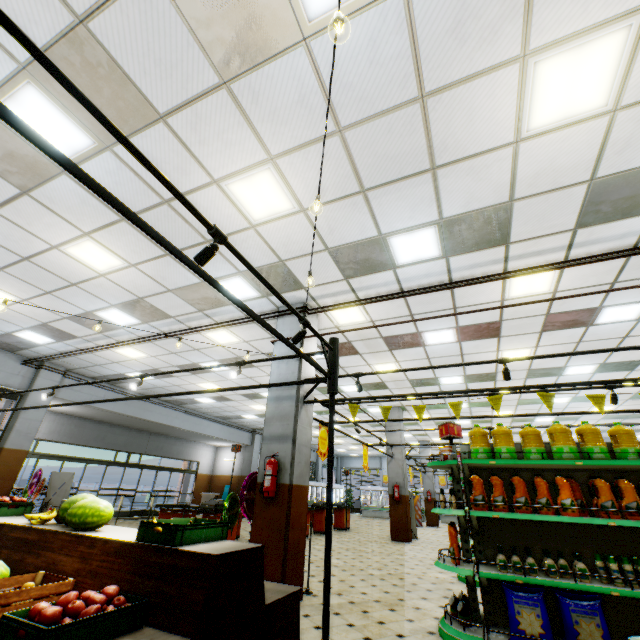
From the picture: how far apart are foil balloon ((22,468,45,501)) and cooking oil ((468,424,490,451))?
11.7 meters

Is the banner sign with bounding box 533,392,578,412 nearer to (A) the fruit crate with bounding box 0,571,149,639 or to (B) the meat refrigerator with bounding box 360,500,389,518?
(A) the fruit crate with bounding box 0,571,149,639

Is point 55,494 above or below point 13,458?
below

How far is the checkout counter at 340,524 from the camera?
14.8m

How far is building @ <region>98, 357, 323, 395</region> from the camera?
6.17m

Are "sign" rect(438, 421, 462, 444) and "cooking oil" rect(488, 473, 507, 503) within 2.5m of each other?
A: yes

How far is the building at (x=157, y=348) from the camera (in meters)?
8.30
